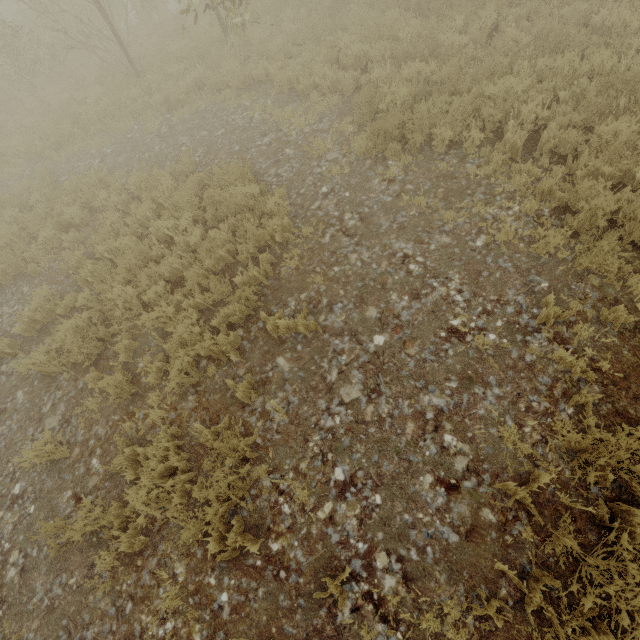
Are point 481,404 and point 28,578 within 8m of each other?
yes
